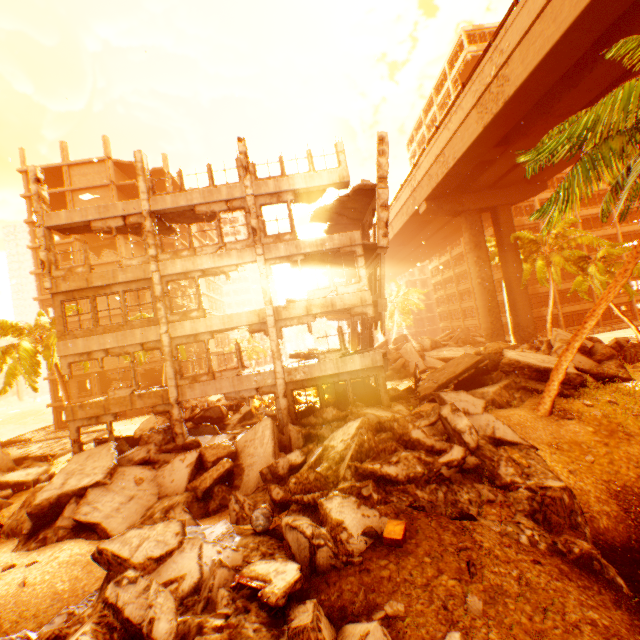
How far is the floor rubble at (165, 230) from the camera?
16.85m

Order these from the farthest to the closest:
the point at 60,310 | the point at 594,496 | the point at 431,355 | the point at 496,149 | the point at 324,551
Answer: the point at 431,355
the point at 496,149
the point at 60,310
the point at 594,496
the point at 324,551

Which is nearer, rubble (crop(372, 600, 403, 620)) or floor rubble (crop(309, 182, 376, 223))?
rubble (crop(372, 600, 403, 620))

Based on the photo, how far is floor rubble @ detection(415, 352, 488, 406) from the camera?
15.1m

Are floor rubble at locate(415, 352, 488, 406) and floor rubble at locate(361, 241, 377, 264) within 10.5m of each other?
yes

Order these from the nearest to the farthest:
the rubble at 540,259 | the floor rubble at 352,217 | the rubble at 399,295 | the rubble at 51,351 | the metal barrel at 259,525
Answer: the rubble at 540,259
the metal barrel at 259,525
the floor rubble at 352,217
the rubble at 51,351
the rubble at 399,295

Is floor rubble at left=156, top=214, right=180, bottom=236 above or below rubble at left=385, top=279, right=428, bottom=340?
above

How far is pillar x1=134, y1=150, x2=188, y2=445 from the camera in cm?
1493
